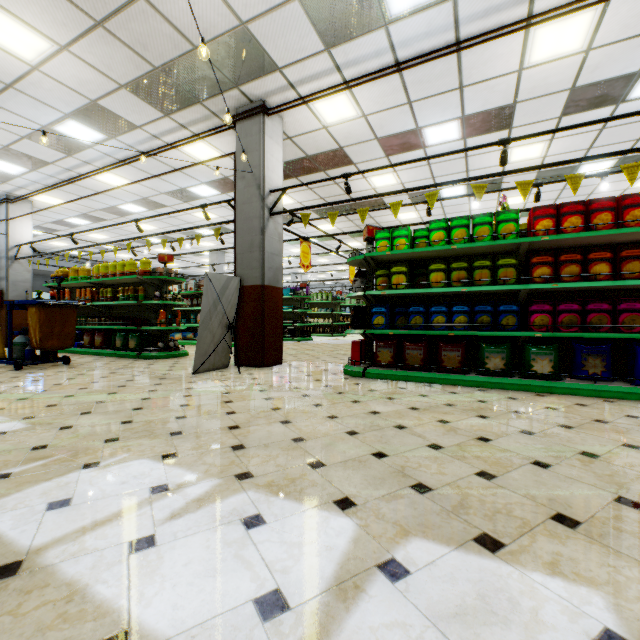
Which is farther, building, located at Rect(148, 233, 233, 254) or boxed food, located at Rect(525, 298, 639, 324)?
building, located at Rect(148, 233, 233, 254)

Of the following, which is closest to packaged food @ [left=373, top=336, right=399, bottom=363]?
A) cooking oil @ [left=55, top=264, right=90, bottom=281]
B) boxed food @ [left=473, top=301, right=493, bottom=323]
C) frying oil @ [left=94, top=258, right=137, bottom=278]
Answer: boxed food @ [left=473, top=301, right=493, bottom=323]

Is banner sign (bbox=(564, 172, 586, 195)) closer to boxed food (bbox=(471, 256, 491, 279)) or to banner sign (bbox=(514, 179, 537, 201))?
banner sign (bbox=(514, 179, 537, 201))

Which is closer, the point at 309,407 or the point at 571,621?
the point at 571,621

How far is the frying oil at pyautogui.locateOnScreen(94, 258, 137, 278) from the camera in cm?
777

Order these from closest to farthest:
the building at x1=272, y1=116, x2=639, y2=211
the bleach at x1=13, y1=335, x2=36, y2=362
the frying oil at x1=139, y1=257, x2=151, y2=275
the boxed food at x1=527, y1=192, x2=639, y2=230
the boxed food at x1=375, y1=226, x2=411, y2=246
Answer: the boxed food at x1=527, y1=192, x2=639, y2=230
the boxed food at x1=375, y1=226, x2=411, y2=246
the bleach at x1=13, y1=335, x2=36, y2=362
the building at x1=272, y1=116, x2=639, y2=211
the frying oil at x1=139, y1=257, x2=151, y2=275

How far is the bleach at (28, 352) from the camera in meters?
5.9 m

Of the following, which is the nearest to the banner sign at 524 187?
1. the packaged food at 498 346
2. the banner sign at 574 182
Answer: the banner sign at 574 182
